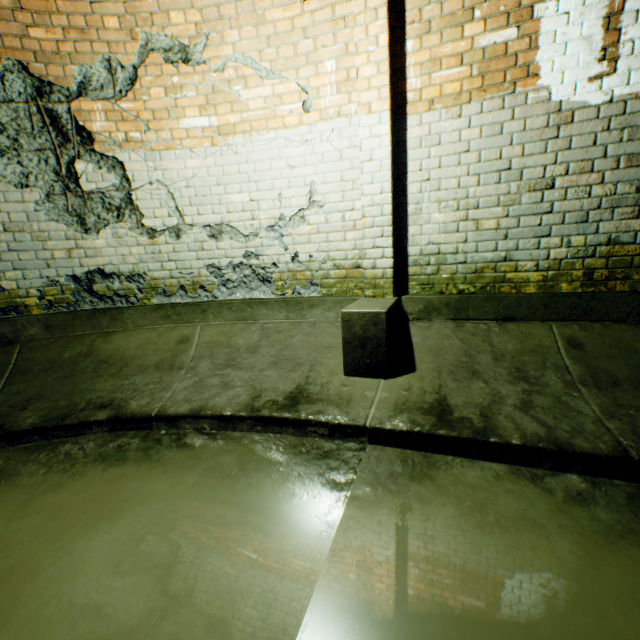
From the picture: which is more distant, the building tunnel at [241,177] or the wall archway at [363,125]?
the wall archway at [363,125]

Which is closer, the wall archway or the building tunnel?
the building tunnel

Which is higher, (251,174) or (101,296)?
(251,174)
